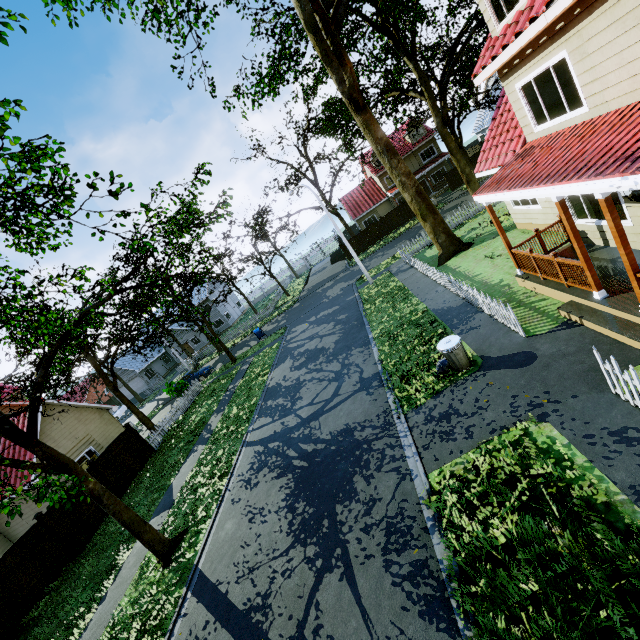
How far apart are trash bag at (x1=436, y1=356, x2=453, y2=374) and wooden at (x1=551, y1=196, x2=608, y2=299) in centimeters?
332cm

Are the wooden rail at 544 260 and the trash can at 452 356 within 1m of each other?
no

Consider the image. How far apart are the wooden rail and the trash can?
3.08m

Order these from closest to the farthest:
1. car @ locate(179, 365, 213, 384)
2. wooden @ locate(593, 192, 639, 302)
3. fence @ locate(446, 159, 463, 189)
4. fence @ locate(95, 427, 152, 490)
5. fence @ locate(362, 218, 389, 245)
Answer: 1. wooden @ locate(593, 192, 639, 302)
2. fence @ locate(95, 427, 152, 490)
3. car @ locate(179, 365, 213, 384)
4. fence @ locate(446, 159, 463, 189)
5. fence @ locate(362, 218, 389, 245)

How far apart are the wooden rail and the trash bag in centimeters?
325cm

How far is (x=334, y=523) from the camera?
7.4 meters

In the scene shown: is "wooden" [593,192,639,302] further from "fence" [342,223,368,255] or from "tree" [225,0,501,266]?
"tree" [225,0,501,266]

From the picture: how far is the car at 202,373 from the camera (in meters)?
30.44
